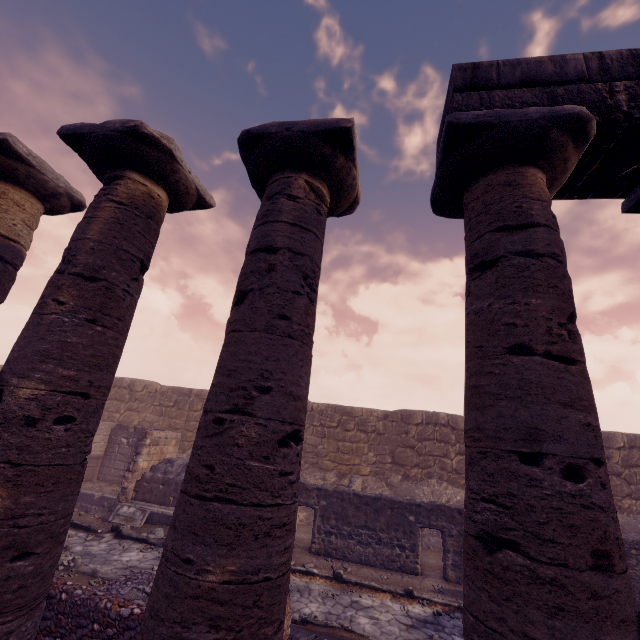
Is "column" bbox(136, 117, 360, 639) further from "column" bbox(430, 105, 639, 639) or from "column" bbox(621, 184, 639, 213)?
"column" bbox(621, 184, 639, 213)

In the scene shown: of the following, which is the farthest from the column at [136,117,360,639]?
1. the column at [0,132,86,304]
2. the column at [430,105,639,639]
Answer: the column at [0,132,86,304]

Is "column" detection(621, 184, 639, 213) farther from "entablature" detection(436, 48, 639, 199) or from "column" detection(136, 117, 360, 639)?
"column" detection(136, 117, 360, 639)

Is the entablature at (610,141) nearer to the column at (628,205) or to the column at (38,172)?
the column at (628,205)

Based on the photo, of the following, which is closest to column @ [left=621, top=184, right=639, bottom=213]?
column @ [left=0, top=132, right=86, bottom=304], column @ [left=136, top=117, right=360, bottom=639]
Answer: column @ [left=136, top=117, right=360, bottom=639]

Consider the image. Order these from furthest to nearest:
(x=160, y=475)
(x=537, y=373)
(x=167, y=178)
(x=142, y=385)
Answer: (x=142, y=385) → (x=160, y=475) → (x=167, y=178) → (x=537, y=373)

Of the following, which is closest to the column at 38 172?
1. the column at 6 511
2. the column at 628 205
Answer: the column at 6 511

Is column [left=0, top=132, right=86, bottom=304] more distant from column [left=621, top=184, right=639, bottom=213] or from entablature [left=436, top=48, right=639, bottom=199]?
column [left=621, top=184, right=639, bottom=213]
